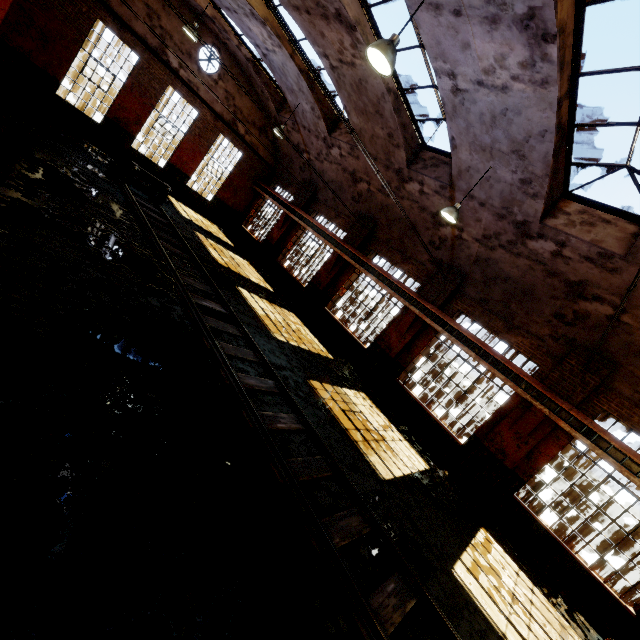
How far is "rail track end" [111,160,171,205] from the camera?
12.5 meters

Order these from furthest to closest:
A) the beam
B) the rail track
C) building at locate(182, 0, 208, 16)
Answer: building at locate(182, 0, 208, 16) < the beam < the rail track

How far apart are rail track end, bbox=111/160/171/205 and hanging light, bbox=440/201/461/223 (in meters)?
10.91

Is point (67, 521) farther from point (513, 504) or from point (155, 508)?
point (513, 504)

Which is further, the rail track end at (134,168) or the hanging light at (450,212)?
the rail track end at (134,168)

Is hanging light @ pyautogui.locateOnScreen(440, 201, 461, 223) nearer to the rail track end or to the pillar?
the rail track end

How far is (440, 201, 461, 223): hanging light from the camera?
8.6 meters

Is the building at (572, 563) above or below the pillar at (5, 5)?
below
